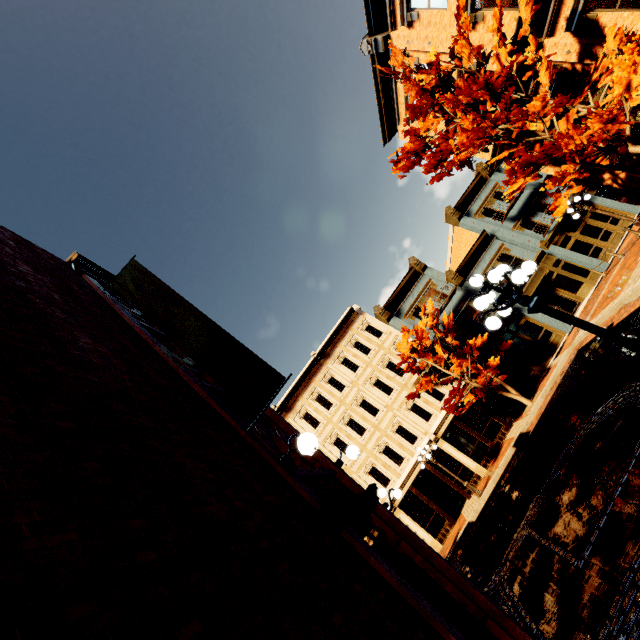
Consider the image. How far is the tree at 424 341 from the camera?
18.3 meters

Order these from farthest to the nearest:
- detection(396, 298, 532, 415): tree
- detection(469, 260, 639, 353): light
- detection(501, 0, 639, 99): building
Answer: Result: detection(396, 298, 532, 415): tree < detection(501, 0, 639, 99): building < detection(469, 260, 639, 353): light

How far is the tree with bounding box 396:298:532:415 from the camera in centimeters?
1827cm

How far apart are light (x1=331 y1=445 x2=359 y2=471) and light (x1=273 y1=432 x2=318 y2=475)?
2.7m

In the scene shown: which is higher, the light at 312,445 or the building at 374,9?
the building at 374,9

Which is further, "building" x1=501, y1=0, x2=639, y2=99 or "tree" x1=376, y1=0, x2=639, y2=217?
"building" x1=501, y1=0, x2=639, y2=99

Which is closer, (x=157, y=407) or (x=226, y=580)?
(x=226, y=580)

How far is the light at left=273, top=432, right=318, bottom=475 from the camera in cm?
440
